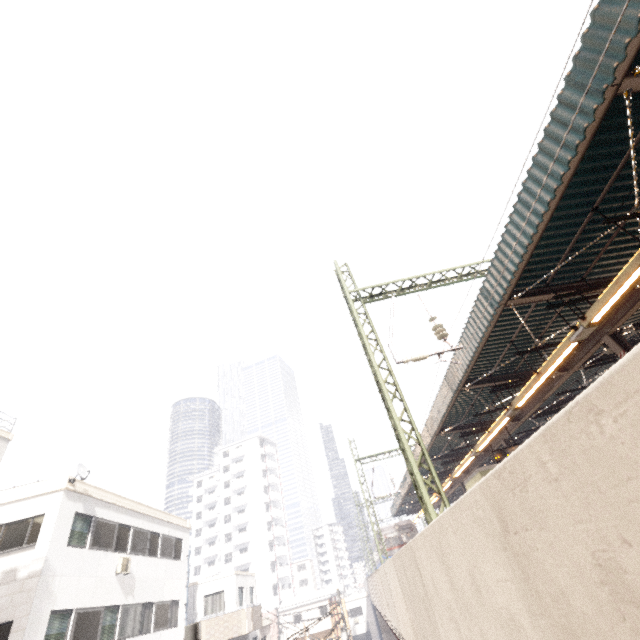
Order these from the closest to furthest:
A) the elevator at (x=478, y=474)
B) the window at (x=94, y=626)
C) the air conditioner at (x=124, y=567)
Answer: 1. the window at (x=94, y=626)
2. the air conditioner at (x=124, y=567)
3. the elevator at (x=478, y=474)

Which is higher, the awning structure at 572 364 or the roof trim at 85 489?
the roof trim at 85 489

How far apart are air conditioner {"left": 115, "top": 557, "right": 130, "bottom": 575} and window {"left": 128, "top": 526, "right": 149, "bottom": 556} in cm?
26

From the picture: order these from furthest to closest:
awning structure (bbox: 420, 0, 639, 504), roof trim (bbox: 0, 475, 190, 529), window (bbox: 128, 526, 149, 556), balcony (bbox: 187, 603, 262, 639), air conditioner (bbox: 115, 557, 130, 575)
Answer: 1. balcony (bbox: 187, 603, 262, 639)
2. window (bbox: 128, 526, 149, 556)
3. air conditioner (bbox: 115, 557, 130, 575)
4. roof trim (bbox: 0, 475, 190, 529)
5. awning structure (bbox: 420, 0, 639, 504)

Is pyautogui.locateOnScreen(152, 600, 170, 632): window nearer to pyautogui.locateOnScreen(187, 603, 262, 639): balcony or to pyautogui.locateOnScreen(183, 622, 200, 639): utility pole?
pyautogui.locateOnScreen(187, 603, 262, 639): balcony

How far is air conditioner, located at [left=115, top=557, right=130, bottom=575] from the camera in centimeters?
1416cm

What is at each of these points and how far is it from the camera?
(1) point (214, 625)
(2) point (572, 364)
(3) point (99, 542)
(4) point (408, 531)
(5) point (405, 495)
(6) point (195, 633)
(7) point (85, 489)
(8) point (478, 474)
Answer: (1) balcony, 20.62m
(2) awning structure, 12.13m
(3) window, 13.66m
(4) train, 28.17m
(5) awning structure, 26.97m
(6) utility pole, 4.34m
(7) roof trim, 13.54m
(8) elevator, 19.22m

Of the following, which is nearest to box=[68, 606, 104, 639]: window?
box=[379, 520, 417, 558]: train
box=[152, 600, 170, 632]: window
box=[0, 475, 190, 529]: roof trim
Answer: box=[0, 475, 190, 529]: roof trim
